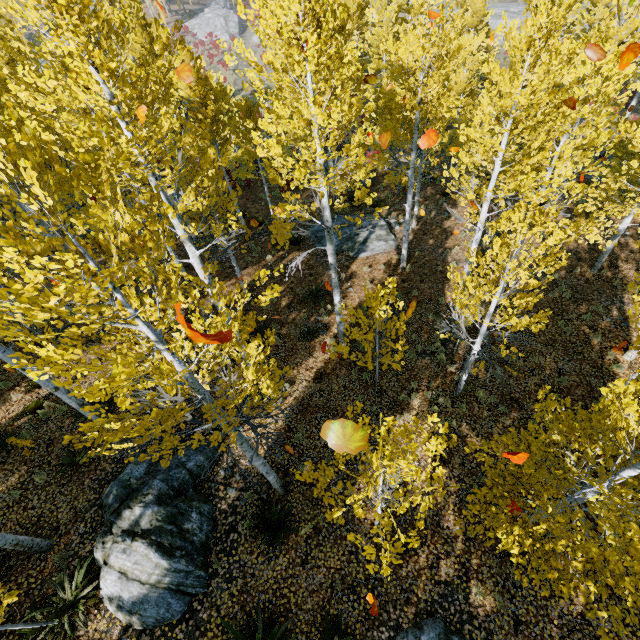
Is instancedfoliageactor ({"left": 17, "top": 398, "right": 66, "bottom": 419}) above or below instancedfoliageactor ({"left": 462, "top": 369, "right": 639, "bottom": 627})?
below

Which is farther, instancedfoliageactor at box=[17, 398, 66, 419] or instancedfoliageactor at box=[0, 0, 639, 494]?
instancedfoliageactor at box=[17, 398, 66, 419]

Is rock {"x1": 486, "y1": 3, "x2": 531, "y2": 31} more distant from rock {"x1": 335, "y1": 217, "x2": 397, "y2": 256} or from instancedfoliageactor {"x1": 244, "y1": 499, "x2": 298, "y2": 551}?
instancedfoliageactor {"x1": 244, "y1": 499, "x2": 298, "y2": 551}

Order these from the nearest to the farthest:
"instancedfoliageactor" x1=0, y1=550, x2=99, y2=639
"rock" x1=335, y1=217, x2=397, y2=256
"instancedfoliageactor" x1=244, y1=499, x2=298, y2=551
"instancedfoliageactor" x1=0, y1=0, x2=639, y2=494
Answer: "instancedfoliageactor" x1=0, y1=0, x2=639, y2=494 → "instancedfoliageactor" x1=0, y1=550, x2=99, y2=639 → "instancedfoliageactor" x1=244, y1=499, x2=298, y2=551 → "rock" x1=335, y1=217, x2=397, y2=256

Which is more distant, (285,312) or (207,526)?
(285,312)

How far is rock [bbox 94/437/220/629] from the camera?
6.3 meters

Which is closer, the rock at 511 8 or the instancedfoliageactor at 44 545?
the instancedfoliageactor at 44 545

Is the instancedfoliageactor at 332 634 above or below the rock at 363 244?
above
